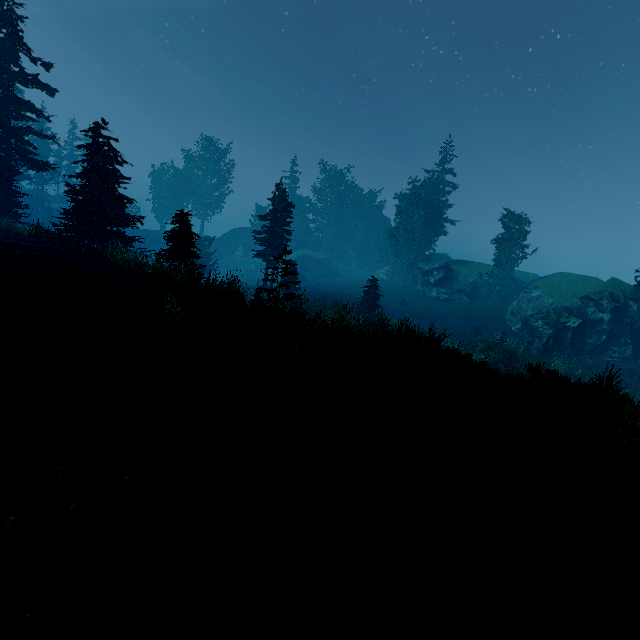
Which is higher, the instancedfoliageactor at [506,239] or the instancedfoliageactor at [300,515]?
the instancedfoliageactor at [506,239]

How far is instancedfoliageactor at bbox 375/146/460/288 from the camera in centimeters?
4594cm

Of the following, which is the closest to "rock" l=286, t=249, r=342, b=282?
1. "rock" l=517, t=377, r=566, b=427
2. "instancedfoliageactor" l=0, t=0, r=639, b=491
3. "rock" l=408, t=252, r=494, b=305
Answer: "instancedfoliageactor" l=0, t=0, r=639, b=491

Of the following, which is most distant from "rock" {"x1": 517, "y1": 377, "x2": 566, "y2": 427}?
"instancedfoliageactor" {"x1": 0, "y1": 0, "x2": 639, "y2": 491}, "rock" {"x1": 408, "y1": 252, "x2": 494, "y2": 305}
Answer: "rock" {"x1": 408, "y1": 252, "x2": 494, "y2": 305}

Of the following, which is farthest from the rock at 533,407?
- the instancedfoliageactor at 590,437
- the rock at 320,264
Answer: the rock at 320,264

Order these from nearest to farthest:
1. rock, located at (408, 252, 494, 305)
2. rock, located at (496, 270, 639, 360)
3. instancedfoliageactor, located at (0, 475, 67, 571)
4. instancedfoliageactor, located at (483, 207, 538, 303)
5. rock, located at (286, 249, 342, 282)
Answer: instancedfoliageactor, located at (0, 475, 67, 571)
rock, located at (496, 270, 639, 360)
instancedfoliageactor, located at (483, 207, 538, 303)
rock, located at (408, 252, 494, 305)
rock, located at (286, 249, 342, 282)

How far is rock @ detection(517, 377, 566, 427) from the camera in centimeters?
776cm

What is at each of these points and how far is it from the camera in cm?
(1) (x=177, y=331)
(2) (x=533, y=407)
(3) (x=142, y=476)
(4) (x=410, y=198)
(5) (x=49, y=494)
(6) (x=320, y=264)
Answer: (1) instancedfoliageactor, 855
(2) rock, 812
(3) instancedfoliageactor, 441
(4) instancedfoliageactor, 4569
(5) instancedfoliageactor, 380
(6) rock, 5797
